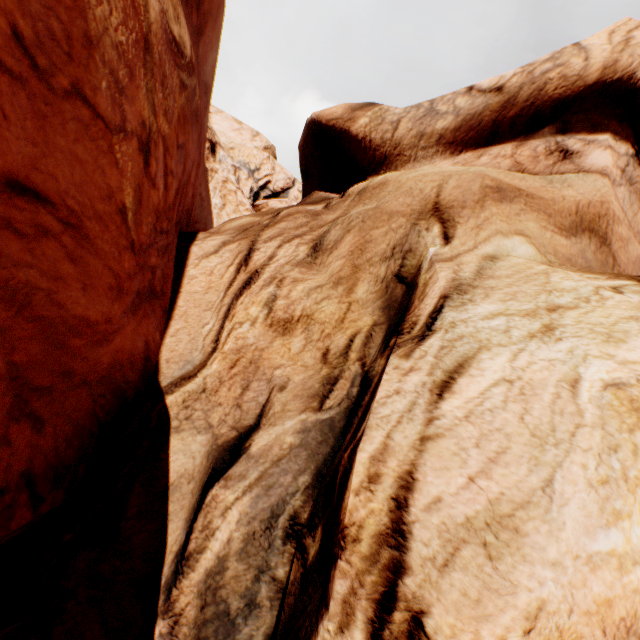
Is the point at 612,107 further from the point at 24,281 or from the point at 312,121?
the point at 24,281
